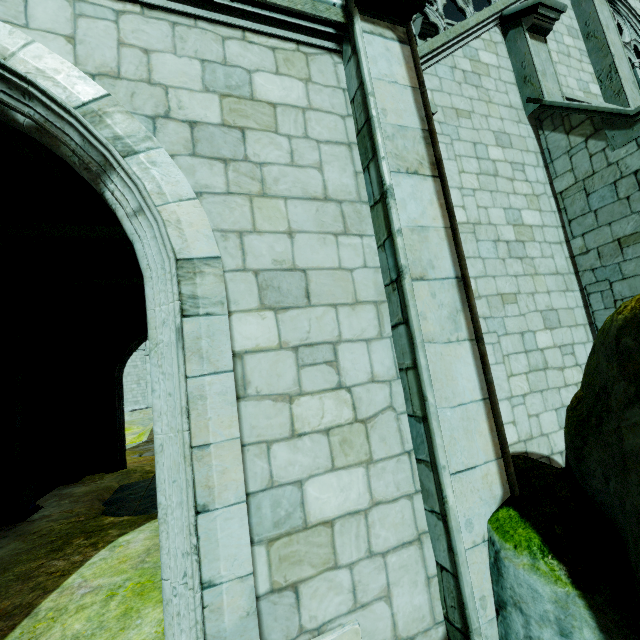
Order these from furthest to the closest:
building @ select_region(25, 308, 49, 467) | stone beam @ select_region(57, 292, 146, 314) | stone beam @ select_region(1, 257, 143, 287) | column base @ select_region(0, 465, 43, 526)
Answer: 1. stone beam @ select_region(57, 292, 146, 314)
2. building @ select_region(25, 308, 49, 467)
3. stone beam @ select_region(1, 257, 143, 287)
4. column base @ select_region(0, 465, 43, 526)

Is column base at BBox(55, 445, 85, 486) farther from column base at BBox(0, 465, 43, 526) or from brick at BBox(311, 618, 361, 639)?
brick at BBox(311, 618, 361, 639)

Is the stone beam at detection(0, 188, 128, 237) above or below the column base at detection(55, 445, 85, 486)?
above

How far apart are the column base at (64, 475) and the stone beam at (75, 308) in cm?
462

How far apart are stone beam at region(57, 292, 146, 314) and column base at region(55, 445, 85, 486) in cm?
462

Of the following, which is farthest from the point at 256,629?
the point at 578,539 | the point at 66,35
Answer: the point at 66,35

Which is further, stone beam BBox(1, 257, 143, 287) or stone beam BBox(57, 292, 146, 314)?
stone beam BBox(57, 292, 146, 314)

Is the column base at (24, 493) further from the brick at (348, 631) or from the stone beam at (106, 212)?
the brick at (348, 631)
